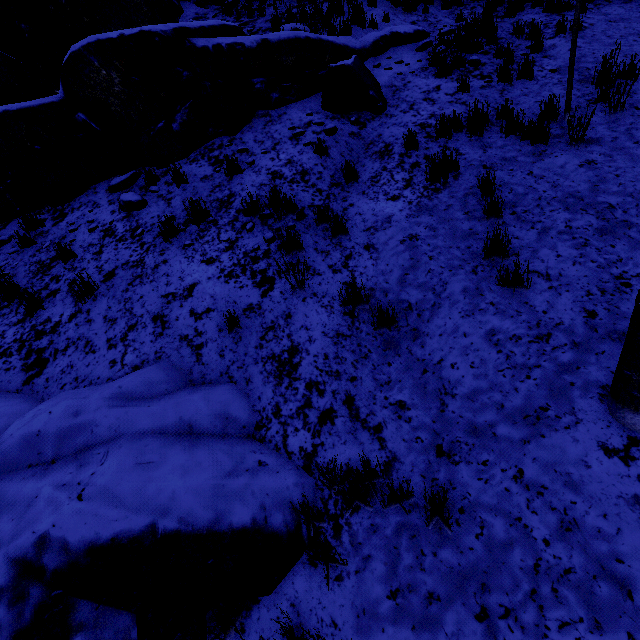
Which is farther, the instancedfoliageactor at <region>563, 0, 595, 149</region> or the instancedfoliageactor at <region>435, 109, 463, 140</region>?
the instancedfoliageactor at <region>435, 109, 463, 140</region>

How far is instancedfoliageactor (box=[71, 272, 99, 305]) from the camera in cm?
435

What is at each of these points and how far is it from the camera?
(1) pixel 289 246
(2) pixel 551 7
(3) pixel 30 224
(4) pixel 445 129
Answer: (1) instancedfoliageactor, 4.57m
(2) instancedfoliageactor, 8.57m
(3) instancedfoliageactor, 5.58m
(4) instancedfoliageactor, 5.65m

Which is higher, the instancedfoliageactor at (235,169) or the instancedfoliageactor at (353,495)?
the instancedfoliageactor at (235,169)

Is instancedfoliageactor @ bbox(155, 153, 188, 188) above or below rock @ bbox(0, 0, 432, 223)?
below

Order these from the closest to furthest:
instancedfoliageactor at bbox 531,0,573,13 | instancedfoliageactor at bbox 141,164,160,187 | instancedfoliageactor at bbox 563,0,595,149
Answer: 1. instancedfoliageactor at bbox 563,0,595,149
2. instancedfoliageactor at bbox 141,164,160,187
3. instancedfoliageactor at bbox 531,0,573,13

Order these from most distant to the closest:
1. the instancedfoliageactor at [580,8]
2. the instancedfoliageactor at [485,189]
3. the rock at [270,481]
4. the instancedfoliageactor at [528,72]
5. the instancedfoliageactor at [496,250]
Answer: the instancedfoliageactor at [528,72] < the instancedfoliageactor at [580,8] < the instancedfoliageactor at [485,189] < the instancedfoliageactor at [496,250] < the rock at [270,481]
